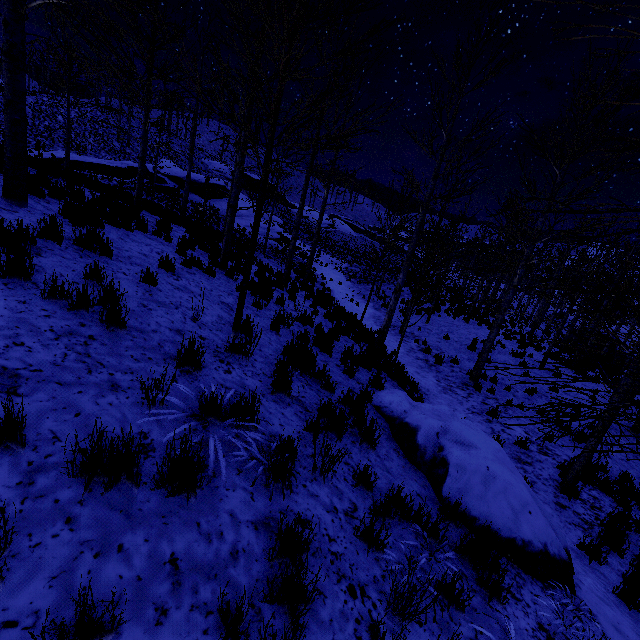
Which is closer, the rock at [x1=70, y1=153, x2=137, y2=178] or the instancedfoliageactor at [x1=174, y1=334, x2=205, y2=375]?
the instancedfoliageactor at [x1=174, y1=334, x2=205, y2=375]

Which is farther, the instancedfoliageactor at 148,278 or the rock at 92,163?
the rock at 92,163

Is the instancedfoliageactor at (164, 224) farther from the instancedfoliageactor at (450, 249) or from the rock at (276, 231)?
the rock at (276, 231)

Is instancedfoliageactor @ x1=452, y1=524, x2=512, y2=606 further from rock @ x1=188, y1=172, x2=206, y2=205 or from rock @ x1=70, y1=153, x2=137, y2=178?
rock @ x1=70, y1=153, x2=137, y2=178

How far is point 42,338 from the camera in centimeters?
311cm

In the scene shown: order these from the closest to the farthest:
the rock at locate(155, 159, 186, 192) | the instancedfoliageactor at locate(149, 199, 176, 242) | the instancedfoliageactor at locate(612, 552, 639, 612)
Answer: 1. the instancedfoliageactor at locate(612, 552, 639, 612)
2. the instancedfoliageactor at locate(149, 199, 176, 242)
3. the rock at locate(155, 159, 186, 192)

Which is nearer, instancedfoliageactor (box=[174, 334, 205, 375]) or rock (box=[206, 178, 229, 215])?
instancedfoliageactor (box=[174, 334, 205, 375])

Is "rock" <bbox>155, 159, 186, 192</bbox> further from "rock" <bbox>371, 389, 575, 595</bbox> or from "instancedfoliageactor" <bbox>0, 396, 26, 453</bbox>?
"rock" <bbox>371, 389, 575, 595</bbox>
